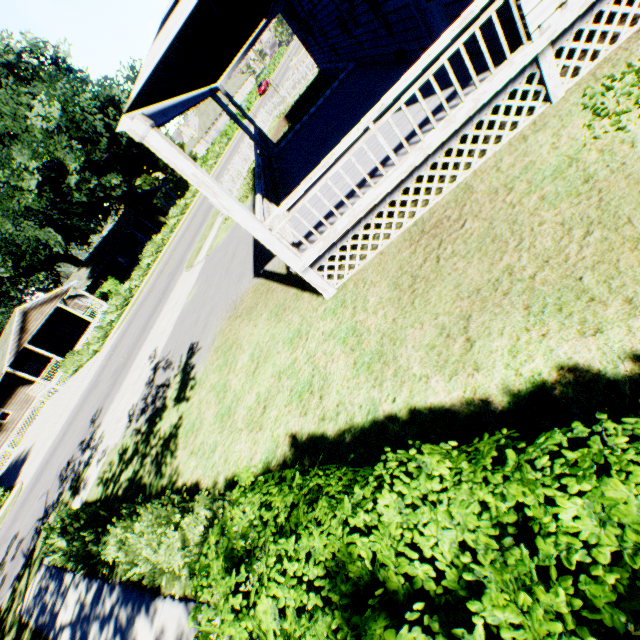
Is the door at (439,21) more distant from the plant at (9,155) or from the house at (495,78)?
the plant at (9,155)

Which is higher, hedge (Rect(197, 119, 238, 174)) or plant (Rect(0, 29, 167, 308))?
plant (Rect(0, 29, 167, 308))

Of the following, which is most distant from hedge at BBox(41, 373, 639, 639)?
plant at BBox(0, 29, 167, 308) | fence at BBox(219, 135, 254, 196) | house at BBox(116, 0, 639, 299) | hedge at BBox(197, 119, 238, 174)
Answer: hedge at BBox(197, 119, 238, 174)

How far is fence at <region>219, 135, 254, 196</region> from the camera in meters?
21.1 m

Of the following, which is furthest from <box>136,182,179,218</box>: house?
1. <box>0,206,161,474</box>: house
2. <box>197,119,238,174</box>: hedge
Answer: <box>197,119,238,174</box>: hedge

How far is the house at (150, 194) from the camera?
49.2 meters

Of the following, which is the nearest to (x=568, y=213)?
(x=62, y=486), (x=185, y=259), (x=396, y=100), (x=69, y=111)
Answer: (x=396, y=100)

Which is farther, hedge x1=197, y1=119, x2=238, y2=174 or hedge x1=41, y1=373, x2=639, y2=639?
hedge x1=197, y1=119, x2=238, y2=174
